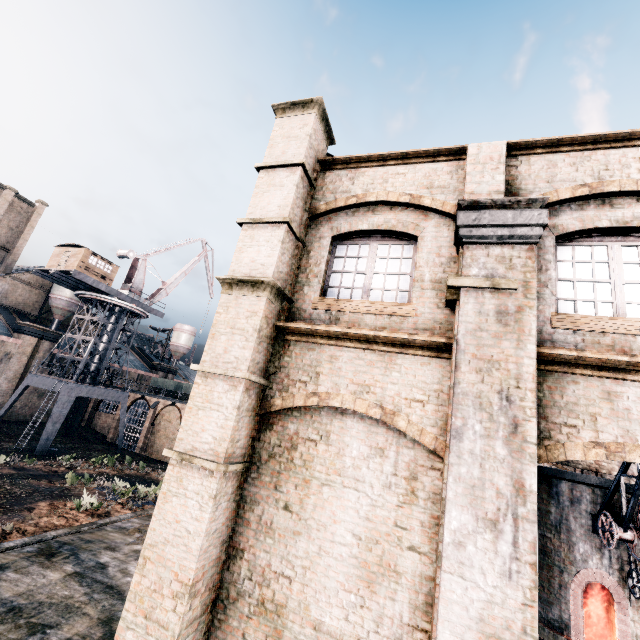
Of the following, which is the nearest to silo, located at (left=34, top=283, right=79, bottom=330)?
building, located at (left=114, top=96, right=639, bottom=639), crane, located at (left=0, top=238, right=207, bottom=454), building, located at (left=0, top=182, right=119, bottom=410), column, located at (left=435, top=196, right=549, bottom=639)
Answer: building, located at (left=0, top=182, right=119, bottom=410)

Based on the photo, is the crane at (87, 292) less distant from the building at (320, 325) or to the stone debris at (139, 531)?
the stone debris at (139, 531)

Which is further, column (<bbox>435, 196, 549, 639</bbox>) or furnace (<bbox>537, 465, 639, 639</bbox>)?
furnace (<bbox>537, 465, 639, 639</bbox>)

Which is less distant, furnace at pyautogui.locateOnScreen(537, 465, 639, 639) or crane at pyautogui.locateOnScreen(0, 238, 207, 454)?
furnace at pyautogui.locateOnScreen(537, 465, 639, 639)

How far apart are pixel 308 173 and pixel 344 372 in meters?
4.7 m

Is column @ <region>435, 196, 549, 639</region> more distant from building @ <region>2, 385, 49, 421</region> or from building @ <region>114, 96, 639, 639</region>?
building @ <region>2, 385, 49, 421</region>

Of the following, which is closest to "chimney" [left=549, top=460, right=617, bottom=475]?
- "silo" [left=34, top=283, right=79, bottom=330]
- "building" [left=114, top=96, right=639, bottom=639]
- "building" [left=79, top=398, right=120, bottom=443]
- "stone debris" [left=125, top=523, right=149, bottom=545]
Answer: "building" [left=114, top=96, right=639, bottom=639]

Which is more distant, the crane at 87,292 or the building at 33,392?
the building at 33,392
